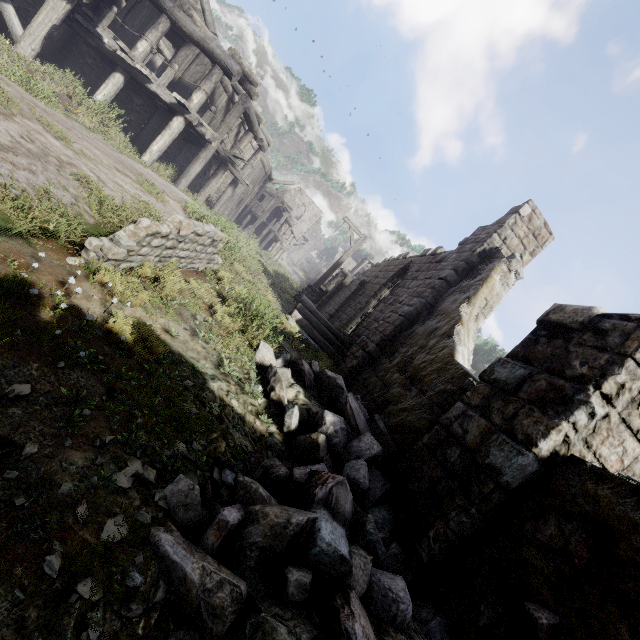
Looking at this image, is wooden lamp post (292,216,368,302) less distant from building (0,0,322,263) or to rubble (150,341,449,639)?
building (0,0,322,263)

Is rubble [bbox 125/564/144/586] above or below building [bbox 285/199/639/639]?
below

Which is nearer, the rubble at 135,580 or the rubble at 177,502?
the rubble at 135,580

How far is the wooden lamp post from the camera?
15.6m

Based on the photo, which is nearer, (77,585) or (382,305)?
(77,585)

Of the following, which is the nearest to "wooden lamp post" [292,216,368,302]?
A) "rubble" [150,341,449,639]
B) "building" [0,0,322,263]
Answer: "building" [0,0,322,263]

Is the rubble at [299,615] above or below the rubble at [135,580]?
above
